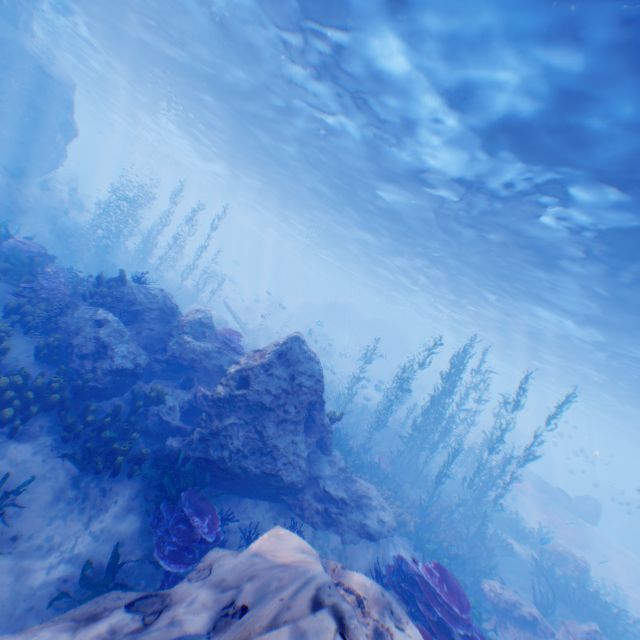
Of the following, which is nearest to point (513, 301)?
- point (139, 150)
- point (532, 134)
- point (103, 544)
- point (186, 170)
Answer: point (532, 134)

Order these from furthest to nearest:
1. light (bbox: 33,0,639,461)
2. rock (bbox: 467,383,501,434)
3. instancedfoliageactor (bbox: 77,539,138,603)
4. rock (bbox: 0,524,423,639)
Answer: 1. rock (bbox: 467,383,501,434)
2. light (bbox: 33,0,639,461)
3. instancedfoliageactor (bbox: 77,539,138,603)
4. rock (bbox: 0,524,423,639)

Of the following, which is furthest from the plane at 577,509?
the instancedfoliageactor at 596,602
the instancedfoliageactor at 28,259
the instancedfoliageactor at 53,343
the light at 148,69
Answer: the instancedfoliageactor at 53,343

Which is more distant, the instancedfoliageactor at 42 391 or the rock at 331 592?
the instancedfoliageactor at 42 391

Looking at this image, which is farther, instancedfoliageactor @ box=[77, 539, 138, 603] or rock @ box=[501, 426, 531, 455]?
rock @ box=[501, 426, 531, 455]

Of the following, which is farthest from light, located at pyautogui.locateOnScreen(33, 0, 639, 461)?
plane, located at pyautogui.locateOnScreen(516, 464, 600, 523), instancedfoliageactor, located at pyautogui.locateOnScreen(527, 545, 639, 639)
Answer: instancedfoliageactor, located at pyautogui.locateOnScreen(527, 545, 639, 639)

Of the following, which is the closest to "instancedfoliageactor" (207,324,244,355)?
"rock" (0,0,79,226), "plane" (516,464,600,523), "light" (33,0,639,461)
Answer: "rock" (0,0,79,226)
